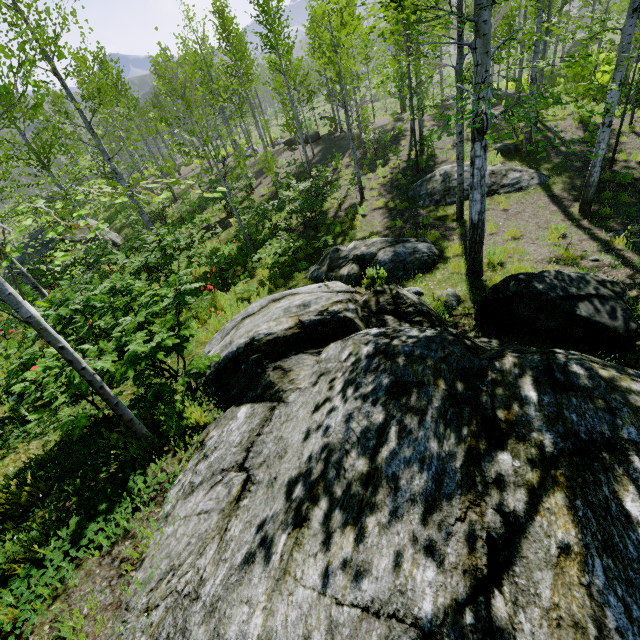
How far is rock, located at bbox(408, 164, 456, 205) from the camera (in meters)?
11.74

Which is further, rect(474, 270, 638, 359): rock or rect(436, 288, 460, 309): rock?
rect(436, 288, 460, 309): rock

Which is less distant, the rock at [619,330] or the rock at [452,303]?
the rock at [619,330]

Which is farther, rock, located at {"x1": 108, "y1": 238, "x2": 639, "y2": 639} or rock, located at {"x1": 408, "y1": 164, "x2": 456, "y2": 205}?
rock, located at {"x1": 408, "y1": 164, "x2": 456, "y2": 205}

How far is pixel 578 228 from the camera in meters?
8.2

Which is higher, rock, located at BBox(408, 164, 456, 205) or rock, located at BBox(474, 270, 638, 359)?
A: rock, located at BBox(474, 270, 638, 359)

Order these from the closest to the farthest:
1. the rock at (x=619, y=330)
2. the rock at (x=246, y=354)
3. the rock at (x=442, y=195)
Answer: the rock at (x=246, y=354)
the rock at (x=619, y=330)
the rock at (x=442, y=195)
